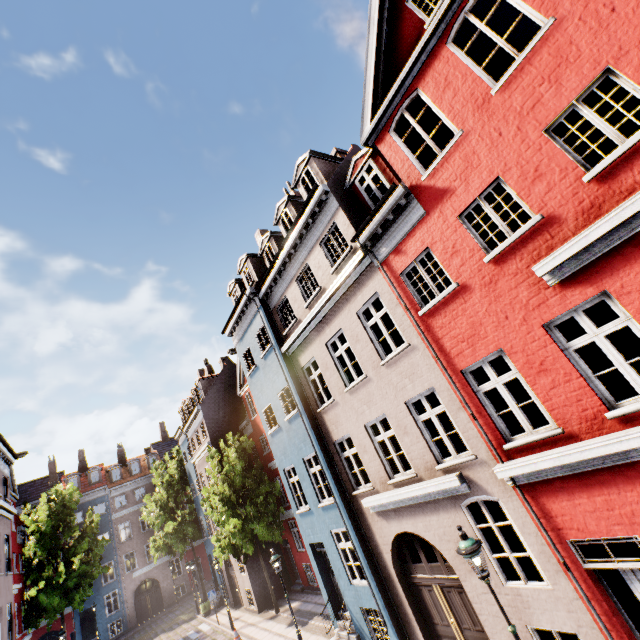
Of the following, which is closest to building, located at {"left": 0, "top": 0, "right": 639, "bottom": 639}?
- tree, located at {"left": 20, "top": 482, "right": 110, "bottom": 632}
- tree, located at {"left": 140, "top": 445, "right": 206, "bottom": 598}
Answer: tree, located at {"left": 140, "top": 445, "right": 206, "bottom": 598}

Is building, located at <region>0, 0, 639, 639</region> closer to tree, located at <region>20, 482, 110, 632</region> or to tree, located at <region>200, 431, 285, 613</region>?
tree, located at <region>200, 431, 285, 613</region>

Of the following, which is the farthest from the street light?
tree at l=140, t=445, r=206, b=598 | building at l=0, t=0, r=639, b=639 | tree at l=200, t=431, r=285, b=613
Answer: tree at l=140, t=445, r=206, b=598

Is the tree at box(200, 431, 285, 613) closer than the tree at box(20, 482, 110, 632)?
Yes

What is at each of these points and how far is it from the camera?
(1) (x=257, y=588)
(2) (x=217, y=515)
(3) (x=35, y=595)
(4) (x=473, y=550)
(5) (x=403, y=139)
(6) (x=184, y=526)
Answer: (1) building, 19.89m
(2) tree, 18.27m
(3) tree, 22.25m
(4) street light, 5.87m
(5) building, 8.05m
(6) tree, 27.11m

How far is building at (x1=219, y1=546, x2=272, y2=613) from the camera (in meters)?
19.77

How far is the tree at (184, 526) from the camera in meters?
27.6

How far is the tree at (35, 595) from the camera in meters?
22.2 m
